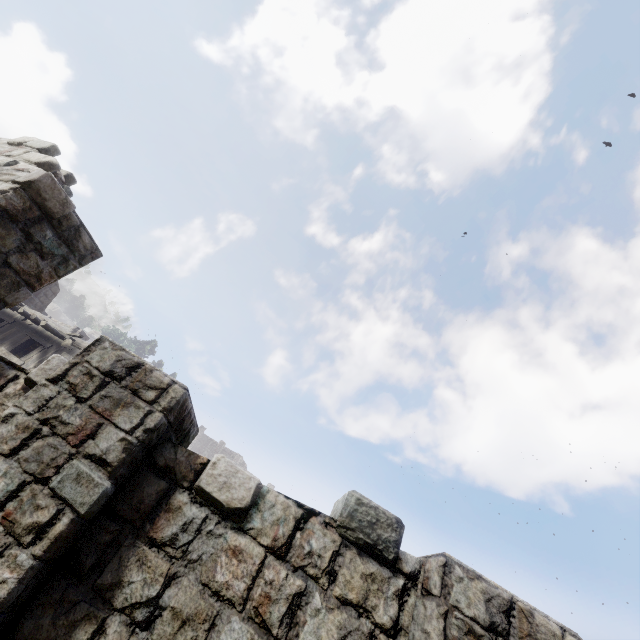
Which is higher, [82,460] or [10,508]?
[82,460]
